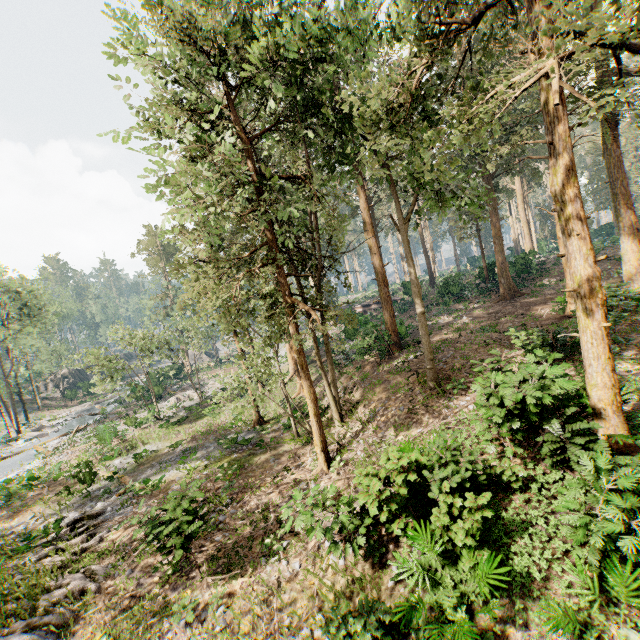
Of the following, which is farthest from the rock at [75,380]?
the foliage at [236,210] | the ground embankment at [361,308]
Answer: the ground embankment at [361,308]

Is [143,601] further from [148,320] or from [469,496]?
[148,320]

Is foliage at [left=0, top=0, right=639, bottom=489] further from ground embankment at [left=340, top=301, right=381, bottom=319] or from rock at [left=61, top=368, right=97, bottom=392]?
rock at [left=61, top=368, right=97, bottom=392]

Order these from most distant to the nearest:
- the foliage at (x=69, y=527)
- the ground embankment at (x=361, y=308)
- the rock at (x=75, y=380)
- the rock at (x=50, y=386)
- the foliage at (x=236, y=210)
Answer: the rock at (x=50, y=386) < the rock at (x=75, y=380) < the ground embankment at (x=361, y=308) < the foliage at (x=69, y=527) < the foliage at (x=236, y=210)

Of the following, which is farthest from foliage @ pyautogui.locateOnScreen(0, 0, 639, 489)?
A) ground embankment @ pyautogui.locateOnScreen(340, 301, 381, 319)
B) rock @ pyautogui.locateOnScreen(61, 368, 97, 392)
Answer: rock @ pyautogui.locateOnScreen(61, 368, 97, 392)

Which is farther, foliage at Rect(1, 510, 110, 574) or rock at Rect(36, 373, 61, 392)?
rock at Rect(36, 373, 61, 392)
